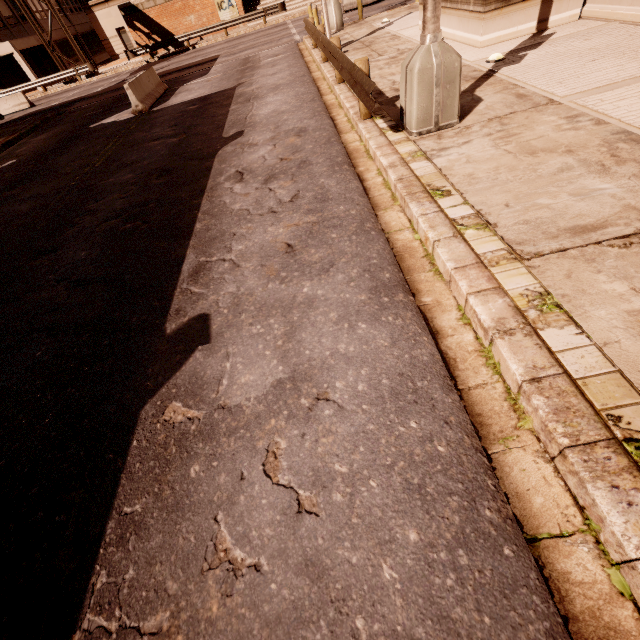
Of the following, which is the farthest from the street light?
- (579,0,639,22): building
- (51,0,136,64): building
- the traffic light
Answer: (51,0,136,64): building

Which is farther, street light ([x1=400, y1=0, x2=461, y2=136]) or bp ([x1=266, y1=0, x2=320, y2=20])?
bp ([x1=266, y1=0, x2=320, y2=20])

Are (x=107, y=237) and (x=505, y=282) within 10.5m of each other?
yes

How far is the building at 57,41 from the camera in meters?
34.6

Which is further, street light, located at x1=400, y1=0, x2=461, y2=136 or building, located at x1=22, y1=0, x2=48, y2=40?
building, located at x1=22, y1=0, x2=48, y2=40

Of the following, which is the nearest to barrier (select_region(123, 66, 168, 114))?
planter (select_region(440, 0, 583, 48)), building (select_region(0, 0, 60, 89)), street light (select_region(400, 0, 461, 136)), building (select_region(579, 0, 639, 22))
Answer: planter (select_region(440, 0, 583, 48))

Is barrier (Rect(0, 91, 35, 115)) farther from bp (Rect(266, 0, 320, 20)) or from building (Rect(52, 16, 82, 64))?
bp (Rect(266, 0, 320, 20))

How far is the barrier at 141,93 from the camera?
12.9m
